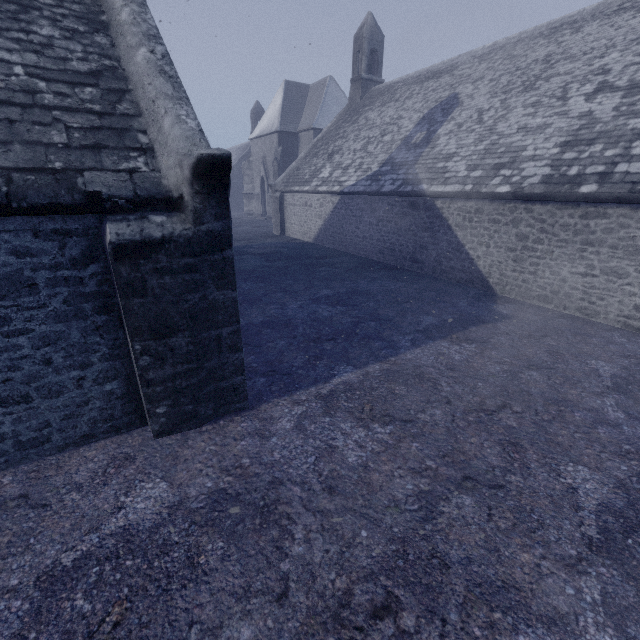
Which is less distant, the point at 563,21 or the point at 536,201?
the point at 536,201
